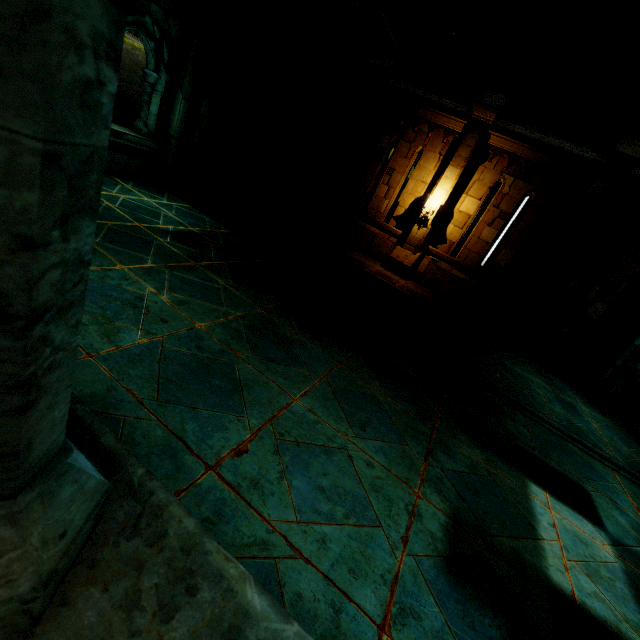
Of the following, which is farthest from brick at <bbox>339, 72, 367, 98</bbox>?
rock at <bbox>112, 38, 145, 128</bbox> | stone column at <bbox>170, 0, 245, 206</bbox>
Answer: stone column at <bbox>170, 0, 245, 206</bbox>

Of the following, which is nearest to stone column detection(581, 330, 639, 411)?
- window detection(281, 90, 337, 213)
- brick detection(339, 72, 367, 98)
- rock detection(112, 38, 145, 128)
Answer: rock detection(112, 38, 145, 128)

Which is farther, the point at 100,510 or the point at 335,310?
the point at 335,310

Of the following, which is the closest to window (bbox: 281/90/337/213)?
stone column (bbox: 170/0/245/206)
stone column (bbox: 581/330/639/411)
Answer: stone column (bbox: 170/0/245/206)

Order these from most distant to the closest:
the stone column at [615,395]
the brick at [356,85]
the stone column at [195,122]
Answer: the brick at [356,85] → the stone column at [615,395] → the stone column at [195,122]

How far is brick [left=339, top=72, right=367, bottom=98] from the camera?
10.7m

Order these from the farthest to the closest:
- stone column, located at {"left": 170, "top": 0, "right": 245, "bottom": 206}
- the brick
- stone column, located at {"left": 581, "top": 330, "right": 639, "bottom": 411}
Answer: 1. the brick
2. stone column, located at {"left": 581, "top": 330, "right": 639, "bottom": 411}
3. stone column, located at {"left": 170, "top": 0, "right": 245, "bottom": 206}

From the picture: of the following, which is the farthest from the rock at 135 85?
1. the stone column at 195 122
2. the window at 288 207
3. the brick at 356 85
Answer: the stone column at 195 122
